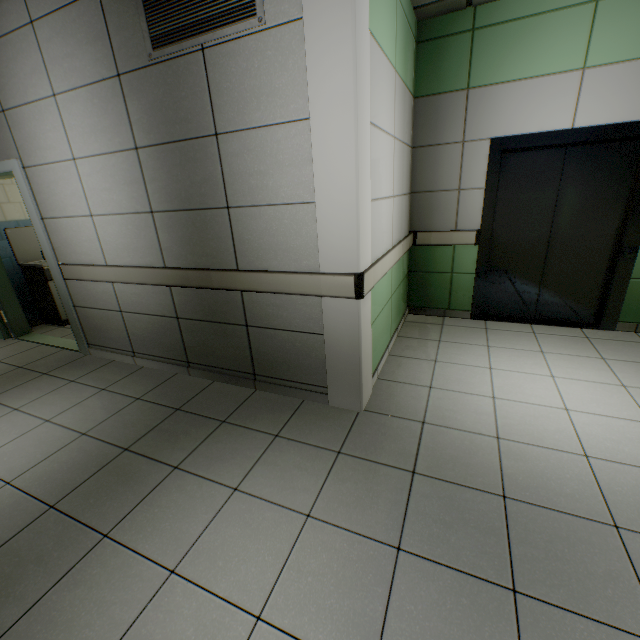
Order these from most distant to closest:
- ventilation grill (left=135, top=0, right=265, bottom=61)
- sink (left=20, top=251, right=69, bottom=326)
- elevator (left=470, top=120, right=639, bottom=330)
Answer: sink (left=20, top=251, right=69, bottom=326) < elevator (left=470, top=120, right=639, bottom=330) < ventilation grill (left=135, top=0, right=265, bottom=61)

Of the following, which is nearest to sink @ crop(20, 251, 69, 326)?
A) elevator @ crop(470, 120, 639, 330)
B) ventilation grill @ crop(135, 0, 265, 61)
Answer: ventilation grill @ crop(135, 0, 265, 61)

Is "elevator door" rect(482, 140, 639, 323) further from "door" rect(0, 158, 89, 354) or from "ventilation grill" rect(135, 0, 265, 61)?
"door" rect(0, 158, 89, 354)

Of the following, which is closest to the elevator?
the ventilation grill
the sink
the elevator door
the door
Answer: the elevator door

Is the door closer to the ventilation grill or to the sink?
the sink

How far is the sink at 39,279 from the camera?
4.71m

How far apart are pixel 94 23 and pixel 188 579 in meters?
3.6

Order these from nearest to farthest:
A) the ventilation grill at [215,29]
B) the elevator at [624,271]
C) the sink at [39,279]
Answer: the ventilation grill at [215,29]
the elevator at [624,271]
the sink at [39,279]
